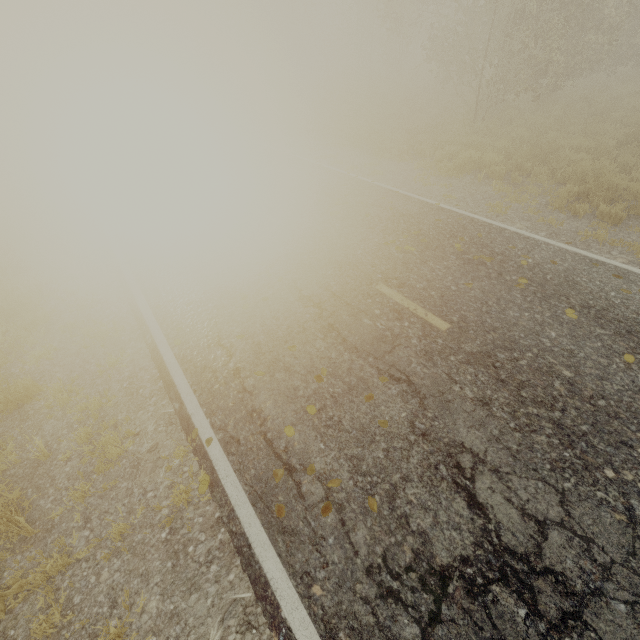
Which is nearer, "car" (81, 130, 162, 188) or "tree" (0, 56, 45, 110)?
"car" (81, 130, 162, 188)

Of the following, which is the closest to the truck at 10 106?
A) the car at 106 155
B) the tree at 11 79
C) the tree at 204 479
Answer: the tree at 11 79

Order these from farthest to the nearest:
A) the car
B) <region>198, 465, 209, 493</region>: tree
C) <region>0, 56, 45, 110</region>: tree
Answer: <region>0, 56, 45, 110</region>: tree < the car < <region>198, 465, 209, 493</region>: tree

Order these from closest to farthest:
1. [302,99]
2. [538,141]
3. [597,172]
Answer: [597,172] → [538,141] → [302,99]

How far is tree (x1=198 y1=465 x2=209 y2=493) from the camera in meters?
3.7 m

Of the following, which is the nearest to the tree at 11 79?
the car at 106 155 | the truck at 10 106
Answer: the truck at 10 106

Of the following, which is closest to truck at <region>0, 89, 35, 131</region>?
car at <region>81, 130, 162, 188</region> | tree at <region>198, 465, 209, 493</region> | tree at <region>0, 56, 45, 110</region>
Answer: Answer: tree at <region>0, 56, 45, 110</region>

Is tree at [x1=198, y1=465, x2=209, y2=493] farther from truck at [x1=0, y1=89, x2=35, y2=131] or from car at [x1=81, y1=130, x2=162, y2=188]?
truck at [x1=0, y1=89, x2=35, y2=131]
